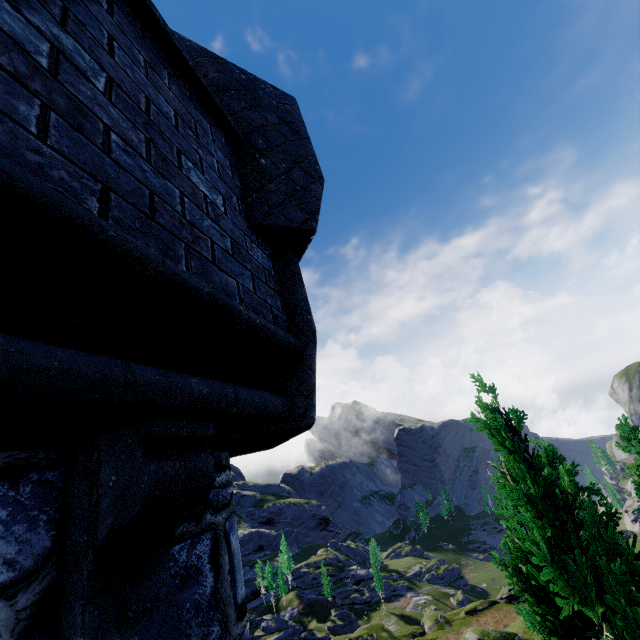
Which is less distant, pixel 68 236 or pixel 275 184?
pixel 68 236
